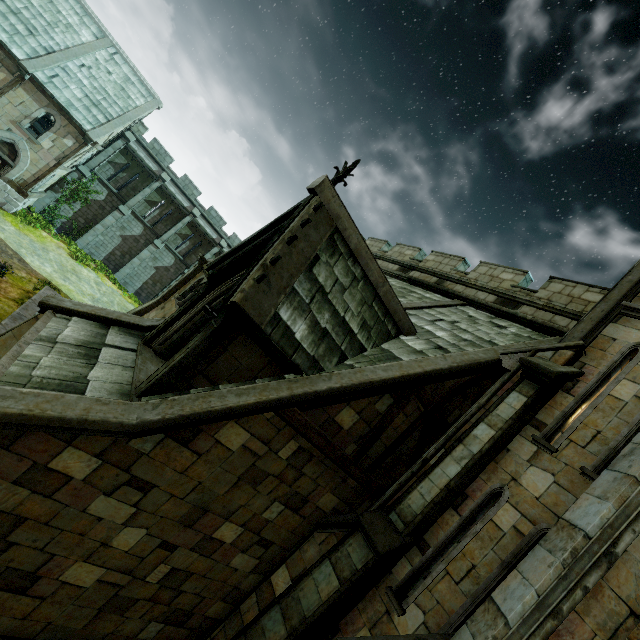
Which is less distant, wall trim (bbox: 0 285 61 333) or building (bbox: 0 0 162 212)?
wall trim (bbox: 0 285 61 333)

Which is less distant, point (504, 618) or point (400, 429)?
point (504, 618)

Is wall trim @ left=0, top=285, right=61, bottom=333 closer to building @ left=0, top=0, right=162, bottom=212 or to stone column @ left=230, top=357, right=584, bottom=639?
building @ left=0, top=0, right=162, bottom=212

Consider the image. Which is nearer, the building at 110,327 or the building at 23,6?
the building at 110,327

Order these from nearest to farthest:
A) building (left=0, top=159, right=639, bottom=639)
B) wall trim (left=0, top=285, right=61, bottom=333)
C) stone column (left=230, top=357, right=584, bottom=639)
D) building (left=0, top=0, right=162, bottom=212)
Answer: building (left=0, top=159, right=639, bottom=639) → stone column (left=230, top=357, right=584, bottom=639) → wall trim (left=0, top=285, right=61, bottom=333) → building (left=0, top=0, right=162, bottom=212)

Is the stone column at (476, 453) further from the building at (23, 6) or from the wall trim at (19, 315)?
the wall trim at (19, 315)
